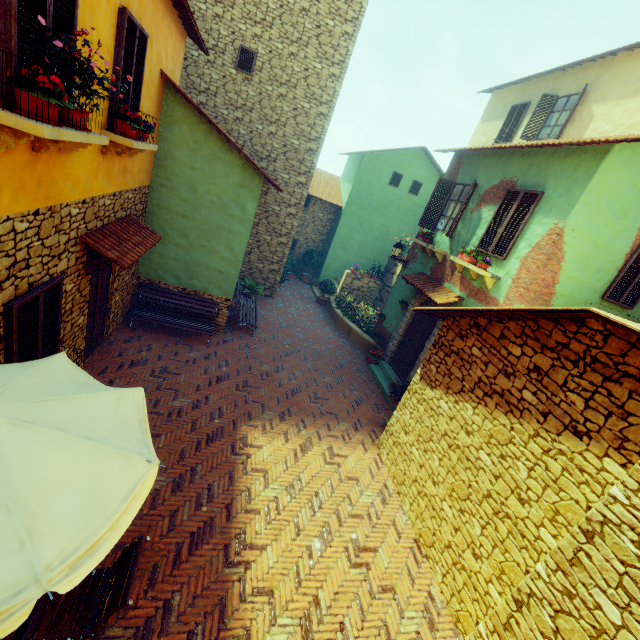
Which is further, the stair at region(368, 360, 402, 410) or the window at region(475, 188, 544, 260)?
the stair at region(368, 360, 402, 410)

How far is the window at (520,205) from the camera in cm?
751

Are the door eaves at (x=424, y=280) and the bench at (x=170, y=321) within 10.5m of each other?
yes

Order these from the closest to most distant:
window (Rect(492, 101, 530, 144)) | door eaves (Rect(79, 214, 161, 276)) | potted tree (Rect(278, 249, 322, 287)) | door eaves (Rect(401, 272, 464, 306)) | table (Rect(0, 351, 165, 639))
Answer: table (Rect(0, 351, 165, 639)) < door eaves (Rect(79, 214, 161, 276)) < door eaves (Rect(401, 272, 464, 306)) < window (Rect(492, 101, 530, 144)) < potted tree (Rect(278, 249, 322, 287))

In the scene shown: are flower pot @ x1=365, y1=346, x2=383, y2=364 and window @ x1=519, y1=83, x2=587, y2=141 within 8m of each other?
no

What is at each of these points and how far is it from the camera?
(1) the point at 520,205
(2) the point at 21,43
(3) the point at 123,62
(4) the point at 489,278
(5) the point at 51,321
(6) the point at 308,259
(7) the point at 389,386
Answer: (1) window, 7.8 meters
(2) window, 2.9 meters
(3) window, 5.0 meters
(4) window sill, 7.9 meters
(5) window, 4.7 meters
(6) potted tree, 18.1 meters
(7) stair, 10.7 meters

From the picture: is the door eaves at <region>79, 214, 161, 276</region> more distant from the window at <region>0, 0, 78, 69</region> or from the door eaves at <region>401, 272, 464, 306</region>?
the door eaves at <region>401, 272, 464, 306</region>

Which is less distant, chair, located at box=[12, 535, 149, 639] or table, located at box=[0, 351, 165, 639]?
table, located at box=[0, 351, 165, 639]
